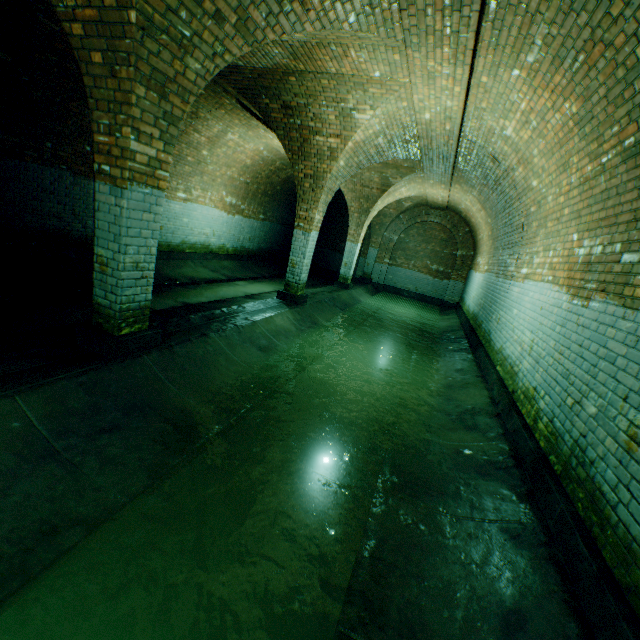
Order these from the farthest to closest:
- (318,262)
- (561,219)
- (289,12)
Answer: (318,262) → (561,219) → (289,12)
